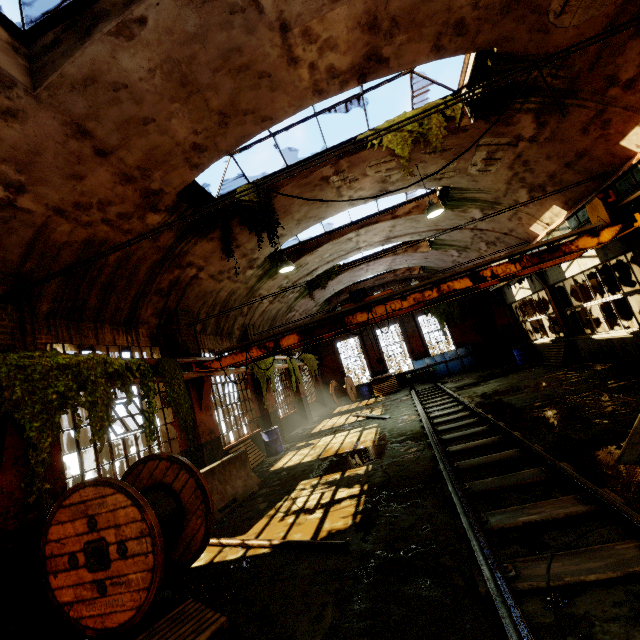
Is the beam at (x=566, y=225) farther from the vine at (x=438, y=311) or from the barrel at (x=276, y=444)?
the barrel at (x=276, y=444)

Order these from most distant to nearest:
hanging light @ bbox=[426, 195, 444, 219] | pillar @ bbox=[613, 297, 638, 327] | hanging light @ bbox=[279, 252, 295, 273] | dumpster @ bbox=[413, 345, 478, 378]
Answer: dumpster @ bbox=[413, 345, 478, 378] < pillar @ bbox=[613, 297, 638, 327] < hanging light @ bbox=[279, 252, 295, 273] < hanging light @ bbox=[426, 195, 444, 219]

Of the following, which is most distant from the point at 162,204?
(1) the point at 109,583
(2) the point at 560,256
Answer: (2) the point at 560,256

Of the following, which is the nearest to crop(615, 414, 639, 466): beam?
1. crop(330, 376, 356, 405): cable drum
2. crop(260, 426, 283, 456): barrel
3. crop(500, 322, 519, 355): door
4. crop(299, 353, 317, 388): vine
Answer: crop(260, 426, 283, 456): barrel

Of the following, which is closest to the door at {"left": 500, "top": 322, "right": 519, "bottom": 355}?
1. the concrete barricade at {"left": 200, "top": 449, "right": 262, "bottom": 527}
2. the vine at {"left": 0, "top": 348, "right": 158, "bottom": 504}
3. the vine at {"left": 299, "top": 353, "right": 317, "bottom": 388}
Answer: the vine at {"left": 299, "top": 353, "right": 317, "bottom": 388}

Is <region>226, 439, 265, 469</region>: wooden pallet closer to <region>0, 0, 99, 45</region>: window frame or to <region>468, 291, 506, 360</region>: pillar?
<region>0, 0, 99, 45</region>: window frame

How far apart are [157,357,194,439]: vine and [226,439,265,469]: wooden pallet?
2.8 meters

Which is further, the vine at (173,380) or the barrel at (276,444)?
the barrel at (276,444)
